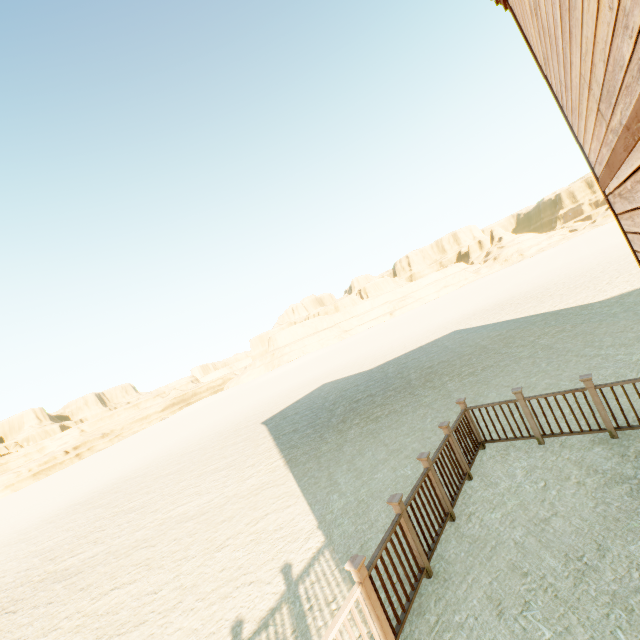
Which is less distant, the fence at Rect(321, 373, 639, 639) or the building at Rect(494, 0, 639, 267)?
the building at Rect(494, 0, 639, 267)

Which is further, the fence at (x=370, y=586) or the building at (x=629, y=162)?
the fence at (x=370, y=586)

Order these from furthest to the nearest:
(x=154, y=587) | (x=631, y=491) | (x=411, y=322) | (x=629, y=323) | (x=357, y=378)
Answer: (x=411, y=322)
(x=357, y=378)
(x=629, y=323)
(x=154, y=587)
(x=631, y=491)

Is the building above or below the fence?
above

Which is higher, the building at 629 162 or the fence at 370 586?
the building at 629 162
